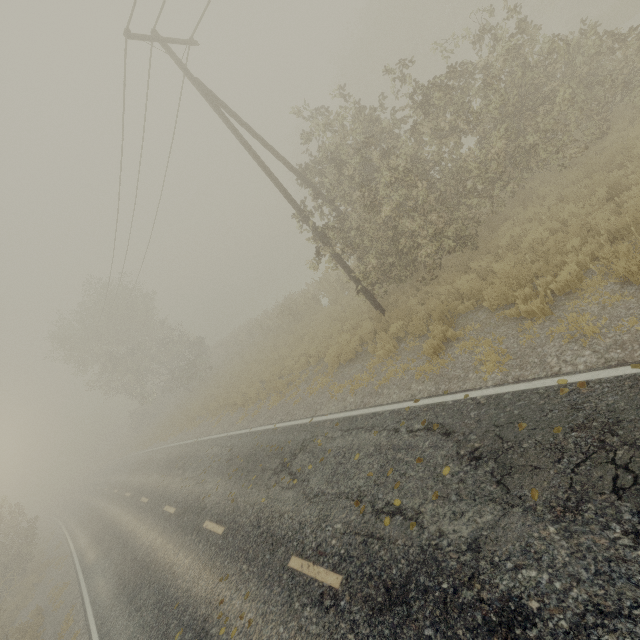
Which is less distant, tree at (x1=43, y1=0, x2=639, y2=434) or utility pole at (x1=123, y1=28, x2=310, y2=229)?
tree at (x1=43, y1=0, x2=639, y2=434)

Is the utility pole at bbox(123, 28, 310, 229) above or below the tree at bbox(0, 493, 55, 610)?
above

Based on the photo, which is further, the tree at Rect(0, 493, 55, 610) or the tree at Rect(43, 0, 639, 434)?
the tree at Rect(0, 493, 55, 610)

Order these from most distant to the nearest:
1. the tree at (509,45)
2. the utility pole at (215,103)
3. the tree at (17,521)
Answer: the tree at (17,521) → the utility pole at (215,103) → the tree at (509,45)

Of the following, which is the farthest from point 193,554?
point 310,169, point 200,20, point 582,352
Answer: point 200,20

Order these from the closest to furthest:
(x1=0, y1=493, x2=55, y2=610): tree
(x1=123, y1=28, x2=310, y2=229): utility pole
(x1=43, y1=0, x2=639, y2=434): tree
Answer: (x1=43, y1=0, x2=639, y2=434): tree → (x1=123, y1=28, x2=310, y2=229): utility pole → (x1=0, y1=493, x2=55, y2=610): tree

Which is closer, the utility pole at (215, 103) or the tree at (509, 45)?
the tree at (509, 45)
